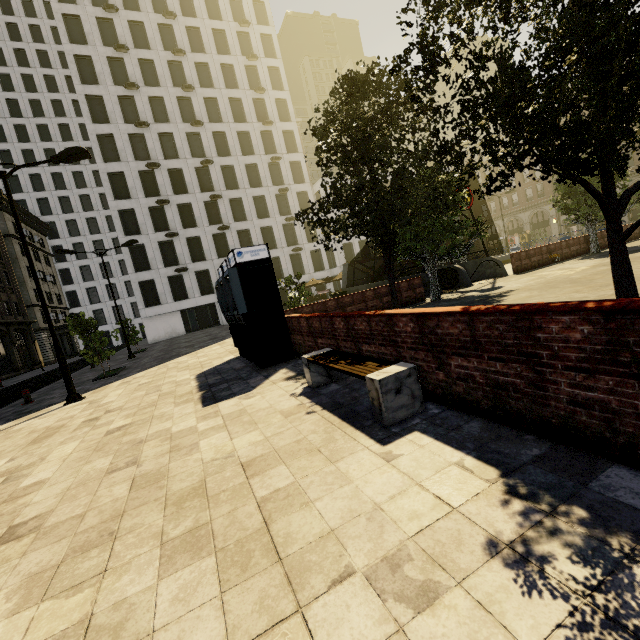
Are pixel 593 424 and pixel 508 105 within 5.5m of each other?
yes

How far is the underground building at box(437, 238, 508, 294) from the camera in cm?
1806

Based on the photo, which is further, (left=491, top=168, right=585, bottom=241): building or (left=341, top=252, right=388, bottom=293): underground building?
(left=491, top=168, right=585, bottom=241): building

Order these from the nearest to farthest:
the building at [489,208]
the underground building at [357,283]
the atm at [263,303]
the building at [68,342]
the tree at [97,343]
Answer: the atm at [263,303] → the tree at [97,343] → the underground building at [357,283] → the building at [68,342] → the building at [489,208]

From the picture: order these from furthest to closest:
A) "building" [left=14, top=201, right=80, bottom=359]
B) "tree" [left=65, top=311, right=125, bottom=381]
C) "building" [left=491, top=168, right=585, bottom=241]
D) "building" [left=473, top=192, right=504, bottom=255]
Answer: "building" [left=473, top=192, right=504, bottom=255] → "building" [left=491, top=168, right=585, bottom=241] → "building" [left=14, top=201, right=80, bottom=359] → "tree" [left=65, top=311, right=125, bottom=381]

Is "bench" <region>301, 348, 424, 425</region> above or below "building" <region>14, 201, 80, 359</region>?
below

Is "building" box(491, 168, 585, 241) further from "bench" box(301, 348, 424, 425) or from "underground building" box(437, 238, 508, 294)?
"underground building" box(437, 238, 508, 294)

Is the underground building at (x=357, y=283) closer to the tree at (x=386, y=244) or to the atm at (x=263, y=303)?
the tree at (x=386, y=244)
